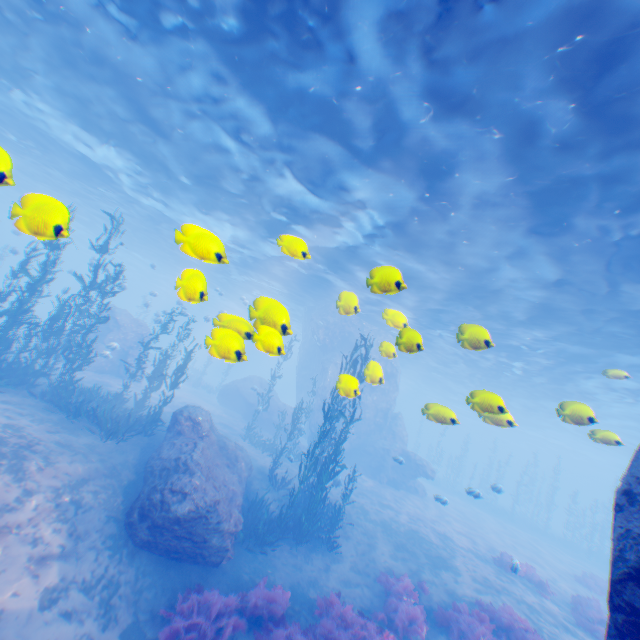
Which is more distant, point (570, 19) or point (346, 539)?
point (346, 539)

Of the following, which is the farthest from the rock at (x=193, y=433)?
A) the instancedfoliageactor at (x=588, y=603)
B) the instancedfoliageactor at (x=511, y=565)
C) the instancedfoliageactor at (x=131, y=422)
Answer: the instancedfoliageactor at (x=511, y=565)

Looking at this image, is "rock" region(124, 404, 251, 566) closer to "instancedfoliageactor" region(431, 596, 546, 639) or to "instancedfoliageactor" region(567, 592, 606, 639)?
"instancedfoliageactor" region(431, 596, 546, 639)

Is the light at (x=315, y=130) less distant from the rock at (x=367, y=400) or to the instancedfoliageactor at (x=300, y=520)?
the rock at (x=367, y=400)

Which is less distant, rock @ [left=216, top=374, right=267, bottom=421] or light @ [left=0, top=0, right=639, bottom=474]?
light @ [left=0, top=0, right=639, bottom=474]

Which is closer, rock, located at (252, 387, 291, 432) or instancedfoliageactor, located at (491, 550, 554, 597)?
instancedfoliageactor, located at (491, 550, 554, 597)

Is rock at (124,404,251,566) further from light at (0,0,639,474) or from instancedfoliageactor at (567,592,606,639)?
instancedfoliageactor at (567,592,606,639)
